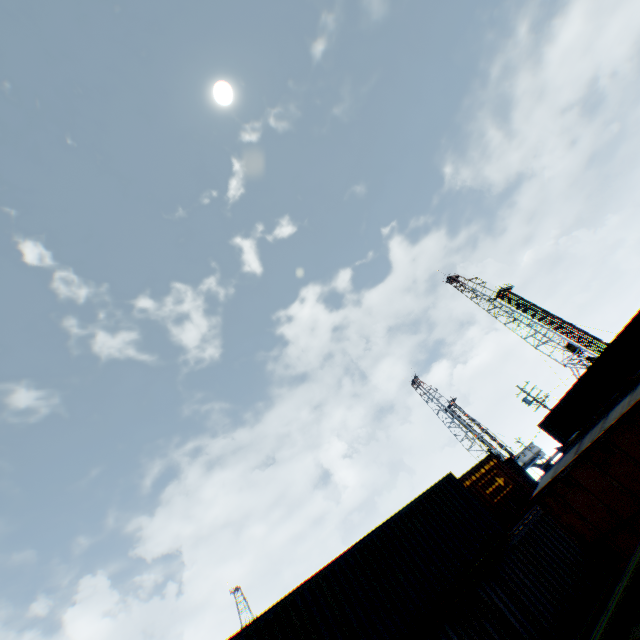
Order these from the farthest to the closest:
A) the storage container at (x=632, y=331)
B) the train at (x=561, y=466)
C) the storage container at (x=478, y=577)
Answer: the storage container at (x=632, y=331)
the storage container at (x=478, y=577)
the train at (x=561, y=466)

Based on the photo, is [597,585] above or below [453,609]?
below

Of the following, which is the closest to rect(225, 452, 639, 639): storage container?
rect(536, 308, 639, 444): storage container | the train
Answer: the train

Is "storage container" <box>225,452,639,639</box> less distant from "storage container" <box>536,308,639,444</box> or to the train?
the train

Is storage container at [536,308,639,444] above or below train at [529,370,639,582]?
above

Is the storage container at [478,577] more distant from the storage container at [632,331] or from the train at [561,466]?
the storage container at [632,331]
